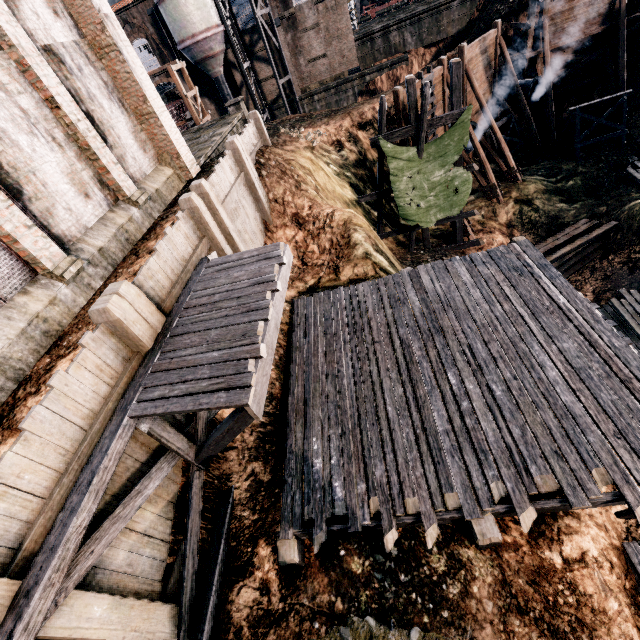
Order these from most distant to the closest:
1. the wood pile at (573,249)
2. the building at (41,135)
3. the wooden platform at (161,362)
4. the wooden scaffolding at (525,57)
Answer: the wooden scaffolding at (525,57) < the wood pile at (573,249) < the building at (41,135) < the wooden platform at (161,362)

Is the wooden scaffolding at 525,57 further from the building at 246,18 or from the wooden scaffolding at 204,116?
the wooden scaffolding at 204,116

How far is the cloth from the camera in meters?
16.3 m

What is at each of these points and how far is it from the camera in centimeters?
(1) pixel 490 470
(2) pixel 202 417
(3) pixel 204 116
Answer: (1) wooden scaffolding, 677cm
(2) wooden scaffolding, 786cm
(3) wooden scaffolding, 2820cm

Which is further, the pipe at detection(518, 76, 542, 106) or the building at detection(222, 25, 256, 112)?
the building at detection(222, 25, 256, 112)

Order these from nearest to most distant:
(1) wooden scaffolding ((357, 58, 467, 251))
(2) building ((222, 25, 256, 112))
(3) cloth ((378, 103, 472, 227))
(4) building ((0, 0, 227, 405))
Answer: (4) building ((0, 0, 227, 405))
(1) wooden scaffolding ((357, 58, 467, 251))
(3) cloth ((378, 103, 472, 227))
(2) building ((222, 25, 256, 112))

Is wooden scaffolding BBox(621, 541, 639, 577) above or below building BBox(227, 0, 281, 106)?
below

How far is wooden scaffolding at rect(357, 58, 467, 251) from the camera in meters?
14.9
